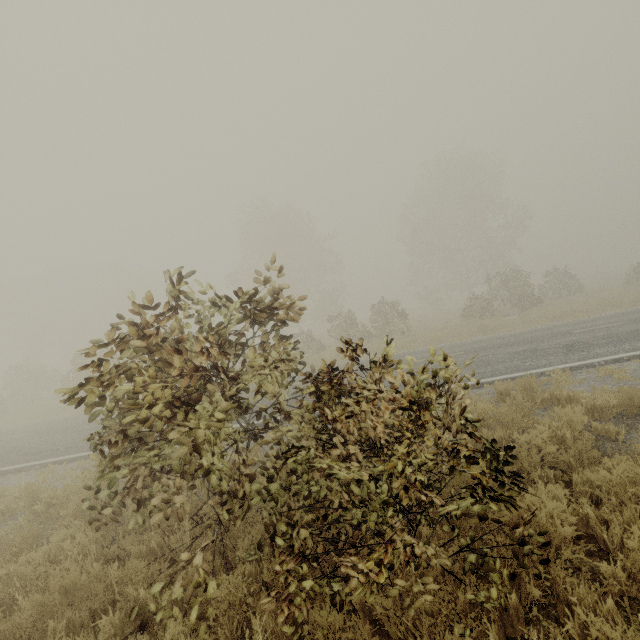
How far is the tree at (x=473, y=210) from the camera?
23.69m

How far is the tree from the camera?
23.69m

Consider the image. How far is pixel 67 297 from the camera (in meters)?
46.78
